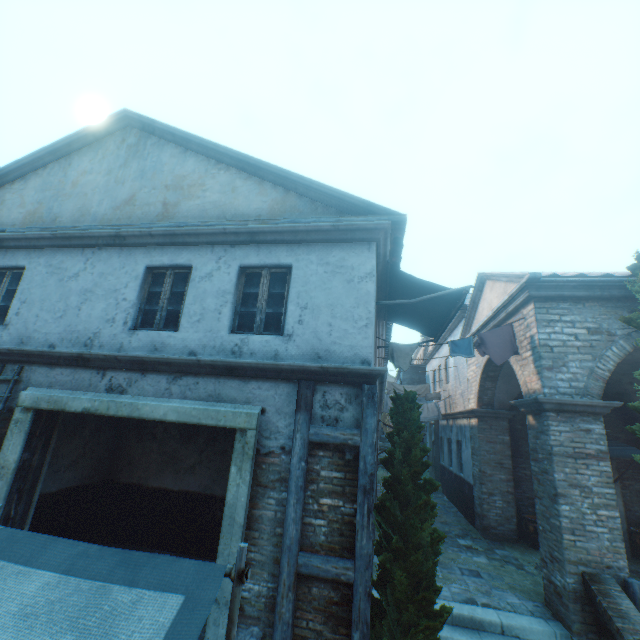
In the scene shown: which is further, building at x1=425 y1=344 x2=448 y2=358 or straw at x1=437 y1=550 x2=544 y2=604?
building at x1=425 y1=344 x2=448 y2=358

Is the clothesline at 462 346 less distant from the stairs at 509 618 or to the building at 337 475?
the building at 337 475

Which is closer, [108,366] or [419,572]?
[419,572]

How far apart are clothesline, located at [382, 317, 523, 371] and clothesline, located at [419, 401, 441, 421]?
8.6m

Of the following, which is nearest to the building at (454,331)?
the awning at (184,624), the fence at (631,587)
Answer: the awning at (184,624)

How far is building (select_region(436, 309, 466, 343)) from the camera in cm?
1342

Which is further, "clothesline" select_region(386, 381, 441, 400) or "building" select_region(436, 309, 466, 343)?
"clothesline" select_region(386, 381, 441, 400)

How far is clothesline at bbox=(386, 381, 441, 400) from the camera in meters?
16.2 m
